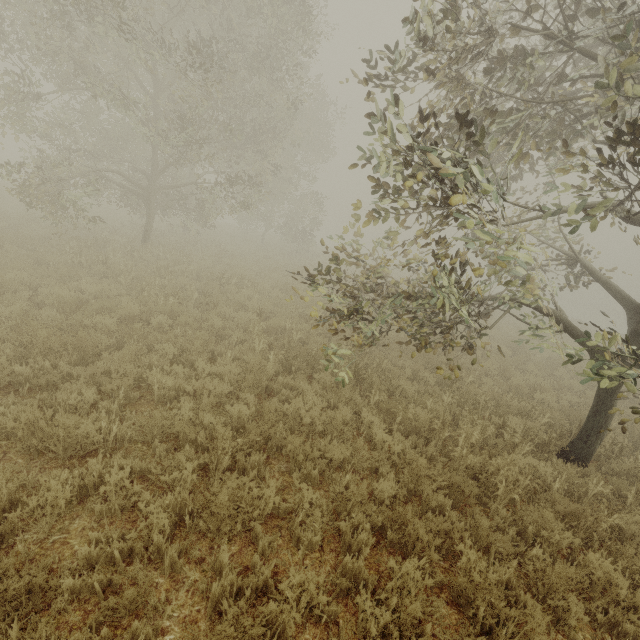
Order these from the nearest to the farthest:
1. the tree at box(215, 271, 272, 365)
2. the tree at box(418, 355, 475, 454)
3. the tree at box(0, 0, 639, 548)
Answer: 1. the tree at box(0, 0, 639, 548)
2. the tree at box(418, 355, 475, 454)
3. the tree at box(215, 271, 272, 365)

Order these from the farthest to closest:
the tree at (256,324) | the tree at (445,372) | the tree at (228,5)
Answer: the tree at (256,324)
the tree at (445,372)
the tree at (228,5)

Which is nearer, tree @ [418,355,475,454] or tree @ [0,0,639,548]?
tree @ [0,0,639,548]

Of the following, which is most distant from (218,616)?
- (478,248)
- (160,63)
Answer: (160,63)

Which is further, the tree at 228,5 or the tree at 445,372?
the tree at 445,372

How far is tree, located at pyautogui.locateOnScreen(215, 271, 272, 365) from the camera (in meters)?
7.84
